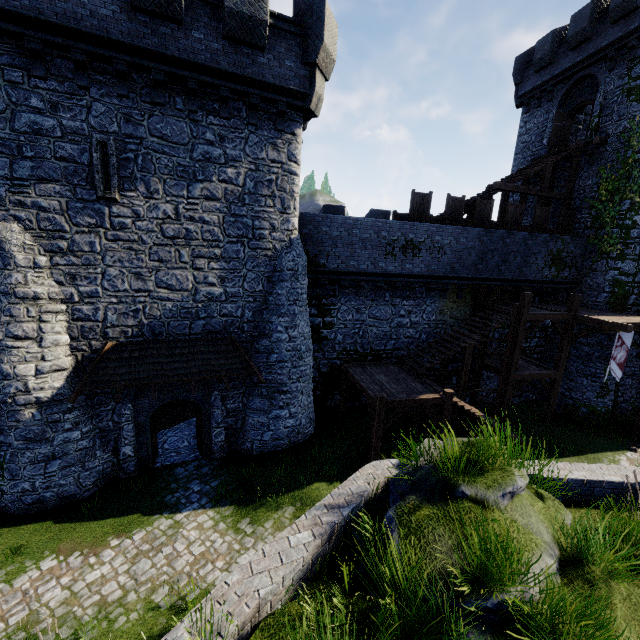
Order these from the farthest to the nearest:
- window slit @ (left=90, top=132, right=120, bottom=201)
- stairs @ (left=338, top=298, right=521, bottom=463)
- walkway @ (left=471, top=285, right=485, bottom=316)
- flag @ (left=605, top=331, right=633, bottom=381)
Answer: walkway @ (left=471, top=285, right=485, bottom=316), flag @ (left=605, top=331, right=633, bottom=381), stairs @ (left=338, top=298, right=521, bottom=463), window slit @ (left=90, top=132, right=120, bottom=201)

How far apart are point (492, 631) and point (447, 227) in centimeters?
1604cm

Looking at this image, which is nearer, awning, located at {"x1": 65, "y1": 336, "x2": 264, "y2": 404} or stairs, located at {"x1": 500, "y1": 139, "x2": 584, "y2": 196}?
awning, located at {"x1": 65, "y1": 336, "x2": 264, "y2": 404}

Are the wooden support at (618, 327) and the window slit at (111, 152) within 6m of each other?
no

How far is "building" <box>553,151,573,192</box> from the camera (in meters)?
20.00

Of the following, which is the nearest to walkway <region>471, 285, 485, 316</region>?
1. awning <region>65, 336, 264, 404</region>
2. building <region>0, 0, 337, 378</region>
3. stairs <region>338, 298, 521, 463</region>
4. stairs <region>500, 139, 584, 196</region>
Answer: stairs <region>338, 298, 521, 463</region>

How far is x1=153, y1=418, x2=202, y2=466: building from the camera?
13.37m

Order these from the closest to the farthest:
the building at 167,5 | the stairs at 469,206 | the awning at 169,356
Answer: the building at 167,5 < the awning at 169,356 < the stairs at 469,206
